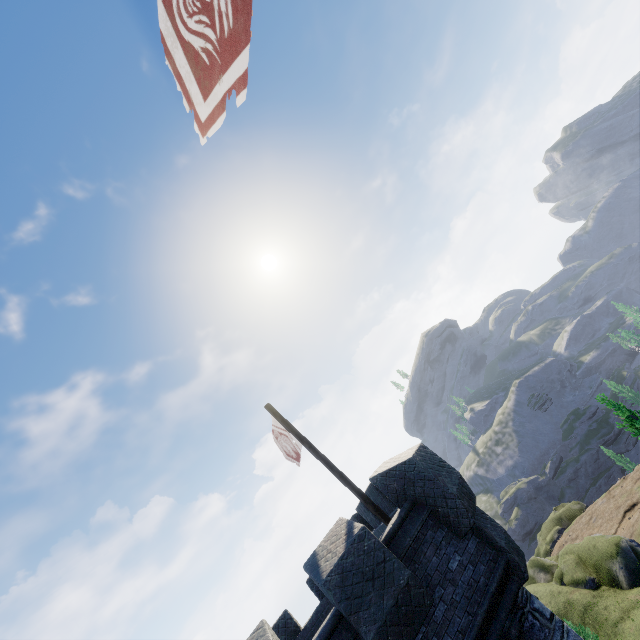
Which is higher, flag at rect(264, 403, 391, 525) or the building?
flag at rect(264, 403, 391, 525)

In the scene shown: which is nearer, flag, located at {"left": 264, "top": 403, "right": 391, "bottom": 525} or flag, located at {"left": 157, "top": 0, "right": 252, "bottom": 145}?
flag, located at {"left": 157, "top": 0, "right": 252, "bottom": 145}

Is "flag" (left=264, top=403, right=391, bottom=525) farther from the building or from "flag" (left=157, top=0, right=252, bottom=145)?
"flag" (left=157, top=0, right=252, bottom=145)

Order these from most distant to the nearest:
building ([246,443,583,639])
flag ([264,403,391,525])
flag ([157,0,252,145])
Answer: flag ([264,403,391,525])
building ([246,443,583,639])
flag ([157,0,252,145])

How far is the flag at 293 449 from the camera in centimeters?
851cm

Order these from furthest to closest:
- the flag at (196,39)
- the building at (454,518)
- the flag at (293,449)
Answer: the flag at (293,449) < the building at (454,518) < the flag at (196,39)

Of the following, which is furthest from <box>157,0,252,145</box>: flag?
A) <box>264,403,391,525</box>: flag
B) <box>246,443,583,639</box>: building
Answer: <box>264,403,391,525</box>: flag

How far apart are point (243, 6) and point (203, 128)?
1.1 meters
